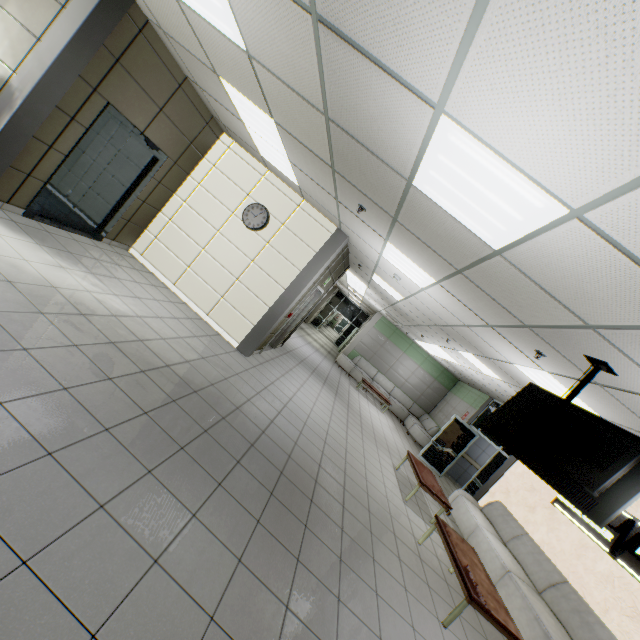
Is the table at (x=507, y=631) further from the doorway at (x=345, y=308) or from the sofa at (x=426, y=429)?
the doorway at (x=345, y=308)

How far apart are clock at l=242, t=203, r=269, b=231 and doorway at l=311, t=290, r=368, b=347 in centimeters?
1647cm

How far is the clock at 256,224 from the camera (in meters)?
6.67

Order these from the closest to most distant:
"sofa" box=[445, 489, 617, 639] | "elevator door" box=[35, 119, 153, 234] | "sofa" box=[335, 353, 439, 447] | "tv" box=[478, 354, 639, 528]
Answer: "tv" box=[478, 354, 639, 528] < "sofa" box=[445, 489, 617, 639] < "elevator door" box=[35, 119, 153, 234] < "sofa" box=[335, 353, 439, 447]

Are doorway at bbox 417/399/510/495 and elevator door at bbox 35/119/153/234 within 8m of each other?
no

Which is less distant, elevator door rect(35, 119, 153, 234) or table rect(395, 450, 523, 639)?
table rect(395, 450, 523, 639)

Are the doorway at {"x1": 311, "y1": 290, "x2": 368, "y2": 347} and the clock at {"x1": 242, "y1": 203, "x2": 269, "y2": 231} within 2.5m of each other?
no

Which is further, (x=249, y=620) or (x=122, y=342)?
(x=122, y=342)
